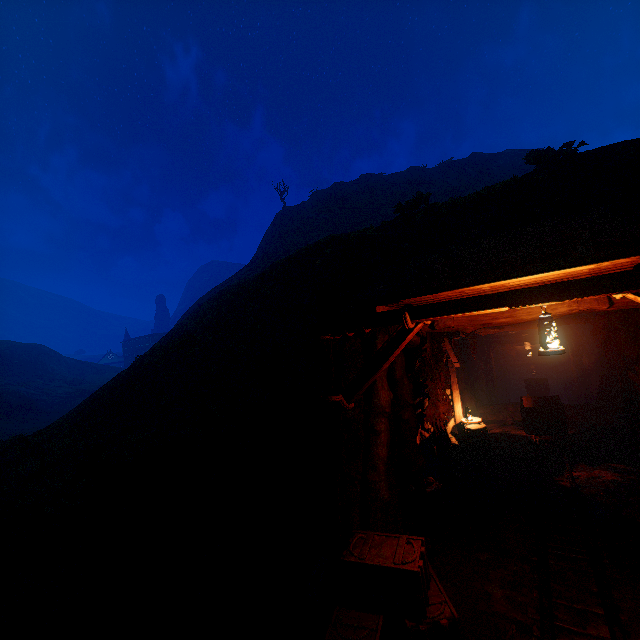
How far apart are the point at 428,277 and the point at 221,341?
7.38m

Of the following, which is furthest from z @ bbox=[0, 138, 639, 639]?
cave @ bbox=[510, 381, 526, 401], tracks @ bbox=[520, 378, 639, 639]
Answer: cave @ bbox=[510, 381, 526, 401]

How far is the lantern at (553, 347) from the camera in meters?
3.3

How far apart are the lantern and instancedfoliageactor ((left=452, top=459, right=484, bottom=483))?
6.1 meters

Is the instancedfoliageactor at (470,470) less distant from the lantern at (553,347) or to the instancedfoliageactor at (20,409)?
the lantern at (553,347)

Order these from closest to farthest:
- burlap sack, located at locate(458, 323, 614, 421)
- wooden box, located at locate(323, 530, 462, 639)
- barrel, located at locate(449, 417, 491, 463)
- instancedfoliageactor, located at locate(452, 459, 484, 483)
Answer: wooden box, located at locate(323, 530, 462, 639) < instancedfoliageactor, located at locate(452, 459, 484, 483) < barrel, located at locate(449, 417, 491, 463) < burlap sack, located at locate(458, 323, 614, 421)

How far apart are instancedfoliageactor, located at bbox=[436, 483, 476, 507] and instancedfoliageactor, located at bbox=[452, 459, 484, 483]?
0.2 meters

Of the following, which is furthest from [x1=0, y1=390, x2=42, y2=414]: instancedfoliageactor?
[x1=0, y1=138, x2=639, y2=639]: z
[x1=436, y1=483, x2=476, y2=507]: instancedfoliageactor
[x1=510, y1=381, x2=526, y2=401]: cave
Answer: [x1=510, y1=381, x2=526, y2=401]: cave
